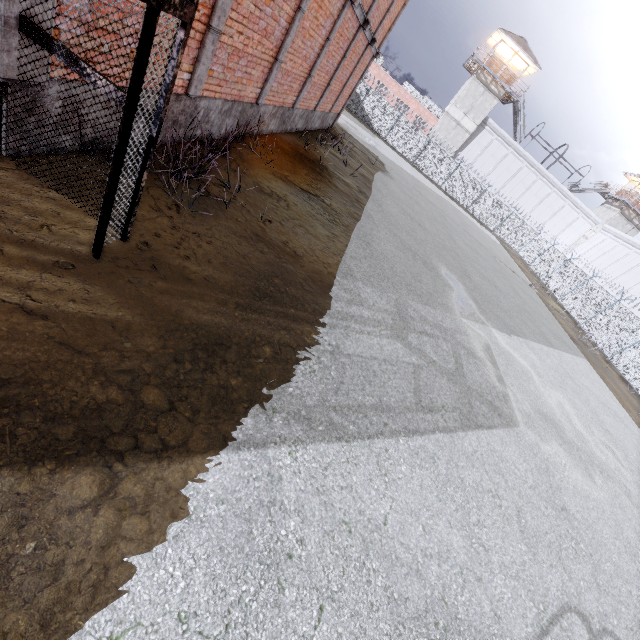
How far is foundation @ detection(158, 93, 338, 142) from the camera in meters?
5.5 m

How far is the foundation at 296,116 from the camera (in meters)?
5.46

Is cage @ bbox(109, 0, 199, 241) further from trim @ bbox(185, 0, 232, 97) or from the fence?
the fence

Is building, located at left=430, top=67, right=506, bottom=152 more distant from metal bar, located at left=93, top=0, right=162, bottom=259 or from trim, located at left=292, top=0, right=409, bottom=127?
metal bar, located at left=93, top=0, right=162, bottom=259

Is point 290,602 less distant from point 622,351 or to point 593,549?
point 593,549

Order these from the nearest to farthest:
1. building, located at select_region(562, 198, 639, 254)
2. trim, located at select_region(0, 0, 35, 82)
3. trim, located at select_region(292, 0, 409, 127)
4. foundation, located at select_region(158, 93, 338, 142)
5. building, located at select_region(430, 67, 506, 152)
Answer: trim, located at select_region(0, 0, 35, 82)
foundation, located at select_region(158, 93, 338, 142)
trim, located at select_region(292, 0, 409, 127)
building, located at select_region(430, 67, 506, 152)
building, located at select_region(562, 198, 639, 254)

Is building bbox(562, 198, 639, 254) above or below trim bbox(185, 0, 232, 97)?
above

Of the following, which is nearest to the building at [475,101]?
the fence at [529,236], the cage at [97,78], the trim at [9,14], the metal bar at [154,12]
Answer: the fence at [529,236]
